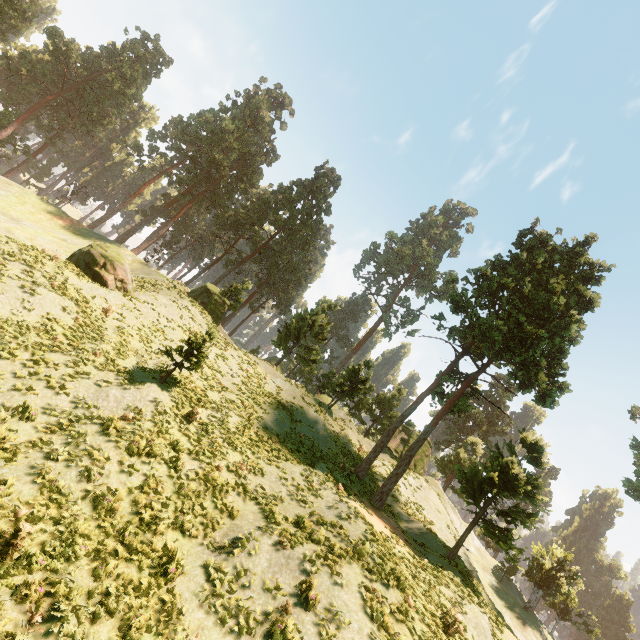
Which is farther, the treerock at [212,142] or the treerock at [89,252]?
the treerock at [212,142]

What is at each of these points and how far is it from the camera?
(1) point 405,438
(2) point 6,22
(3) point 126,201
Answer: (1) treerock, 33.6m
(2) treerock, 48.8m
(3) treerock, 60.0m

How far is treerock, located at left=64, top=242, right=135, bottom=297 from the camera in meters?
22.0 m

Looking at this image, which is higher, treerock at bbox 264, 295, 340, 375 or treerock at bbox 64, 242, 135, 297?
treerock at bbox 264, 295, 340, 375

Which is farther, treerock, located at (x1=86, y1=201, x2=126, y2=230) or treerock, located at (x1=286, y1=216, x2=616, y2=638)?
treerock, located at (x1=86, y1=201, x2=126, y2=230)

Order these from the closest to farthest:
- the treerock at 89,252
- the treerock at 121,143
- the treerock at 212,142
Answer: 1. the treerock at 89,252
2. the treerock at 212,142
3. the treerock at 121,143

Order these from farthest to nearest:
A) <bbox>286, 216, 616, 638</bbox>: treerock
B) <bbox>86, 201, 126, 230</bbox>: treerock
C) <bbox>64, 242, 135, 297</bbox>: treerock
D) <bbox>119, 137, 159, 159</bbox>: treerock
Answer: <bbox>86, 201, 126, 230</bbox>: treerock < <bbox>119, 137, 159, 159</bbox>: treerock < <bbox>64, 242, 135, 297</bbox>: treerock < <bbox>286, 216, 616, 638</bbox>: treerock
